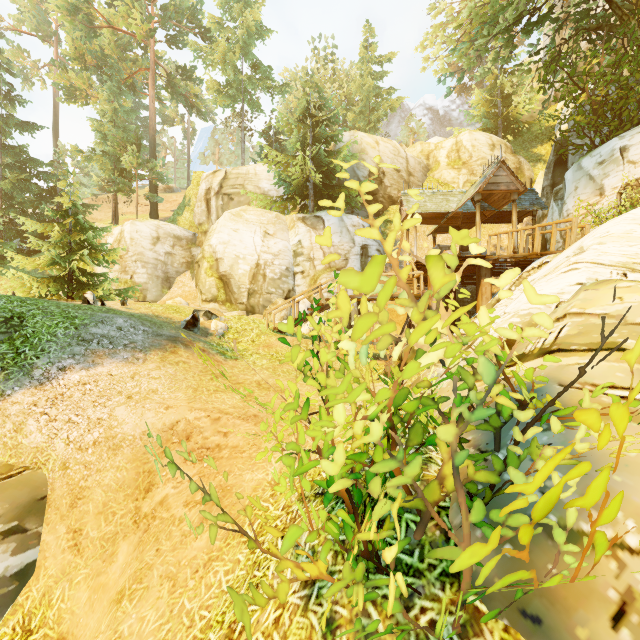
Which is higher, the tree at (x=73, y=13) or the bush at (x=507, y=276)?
the tree at (x=73, y=13)

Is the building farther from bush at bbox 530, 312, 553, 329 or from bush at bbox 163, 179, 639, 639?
bush at bbox 530, 312, 553, 329

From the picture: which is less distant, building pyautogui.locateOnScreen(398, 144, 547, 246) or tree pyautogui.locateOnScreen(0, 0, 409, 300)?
building pyautogui.locateOnScreen(398, 144, 547, 246)

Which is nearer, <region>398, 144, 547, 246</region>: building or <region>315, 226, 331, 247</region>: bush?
<region>315, 226, 331, 247</region>: bush

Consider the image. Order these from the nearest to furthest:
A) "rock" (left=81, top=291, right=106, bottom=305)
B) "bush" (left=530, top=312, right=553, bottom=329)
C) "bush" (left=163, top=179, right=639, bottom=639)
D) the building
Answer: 1. "bush" (left=163, top=179, right=639, bottom=639)
2. "bush" (left=530, top=312, right=553, bottom=329)
3. "rock" (left=81, top=291, right=106, bottom=305)
4. the building

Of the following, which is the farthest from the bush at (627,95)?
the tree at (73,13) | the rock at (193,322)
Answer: the rock at (193,322)

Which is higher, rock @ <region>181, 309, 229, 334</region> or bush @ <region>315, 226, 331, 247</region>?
bush @ <region>315, 226, 331, 247</region>

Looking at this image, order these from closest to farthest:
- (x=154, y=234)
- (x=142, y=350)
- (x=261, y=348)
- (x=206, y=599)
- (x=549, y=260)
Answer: (x=206, y=599) < (x=142, y=350) < (x=549, y=260) < (x=261, y=348) < (x=154, y=234)
